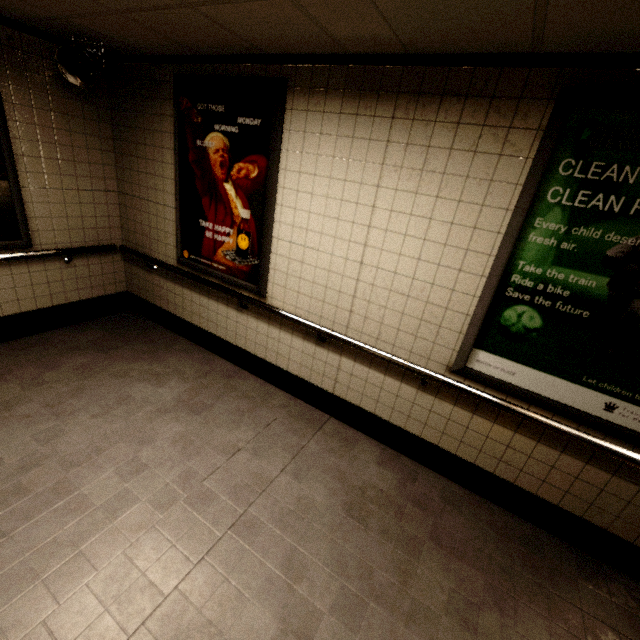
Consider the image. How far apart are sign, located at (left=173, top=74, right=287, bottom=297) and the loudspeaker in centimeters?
65cm

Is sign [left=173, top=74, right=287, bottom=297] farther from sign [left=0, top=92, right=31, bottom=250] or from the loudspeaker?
sign [left=0, top=92, right=31, bottom=250]

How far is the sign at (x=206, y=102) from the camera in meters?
2.6 m

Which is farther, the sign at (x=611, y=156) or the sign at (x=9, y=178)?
the sign at (x=9, y=178)

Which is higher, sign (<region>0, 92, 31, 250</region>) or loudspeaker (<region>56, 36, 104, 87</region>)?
loudspeaker (<region>56, 36, 104, 87</region>)

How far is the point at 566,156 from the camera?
1.8 meters

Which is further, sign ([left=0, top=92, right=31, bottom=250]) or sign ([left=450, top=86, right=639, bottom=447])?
sign ([left=0, top=92, right=31, bottom=250])

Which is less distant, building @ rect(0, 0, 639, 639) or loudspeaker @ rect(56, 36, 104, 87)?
building @ rect(0, 0, 639, 639)
